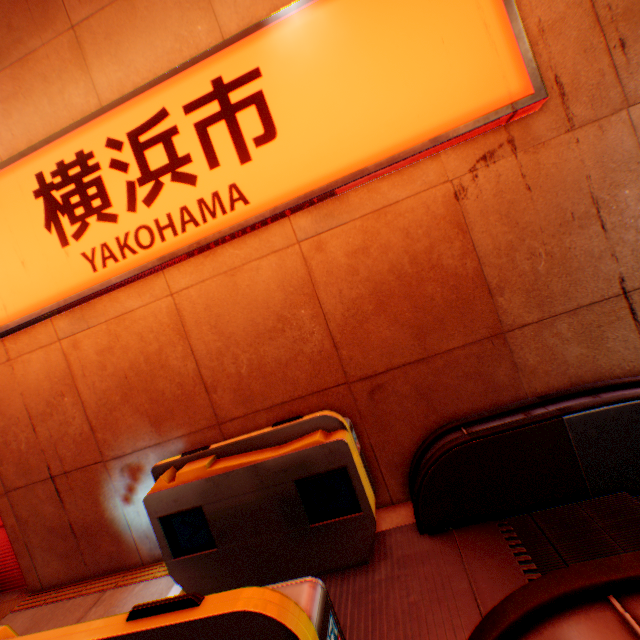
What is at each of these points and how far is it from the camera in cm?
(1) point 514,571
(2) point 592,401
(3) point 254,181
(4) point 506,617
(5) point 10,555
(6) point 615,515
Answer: (1) escalator base, 210
(2) escalator, 247
(3) sign, 302
(4) escalator, 104
(5) vending machine, 425
(6) steps, 225

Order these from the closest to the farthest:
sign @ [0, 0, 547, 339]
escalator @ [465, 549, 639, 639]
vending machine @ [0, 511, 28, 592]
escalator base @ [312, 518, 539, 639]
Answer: escalator @ [465, 549, 639, 639] < escalator base @ [312, 518, 539, 639] < sign @ [0, 0, 547, 339] < vending machine @ [0, 511, 28, 592]

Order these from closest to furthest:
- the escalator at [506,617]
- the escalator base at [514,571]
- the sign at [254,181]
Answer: the escalator at [506,617] < the escalator base at [514,571] < the sign at [254,181]

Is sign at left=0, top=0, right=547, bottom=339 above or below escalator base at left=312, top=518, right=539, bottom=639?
above

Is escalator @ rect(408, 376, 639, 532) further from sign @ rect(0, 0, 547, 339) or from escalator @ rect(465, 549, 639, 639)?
sign @ rect(0, 0, 547, 339)

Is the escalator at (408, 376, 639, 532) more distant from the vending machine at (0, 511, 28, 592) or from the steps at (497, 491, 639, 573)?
the vending machine at (0, 511, 28, 592)

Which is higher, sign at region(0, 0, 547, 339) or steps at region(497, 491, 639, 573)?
sign at region(0, 0, 547, 339)

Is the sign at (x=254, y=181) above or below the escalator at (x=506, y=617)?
above
